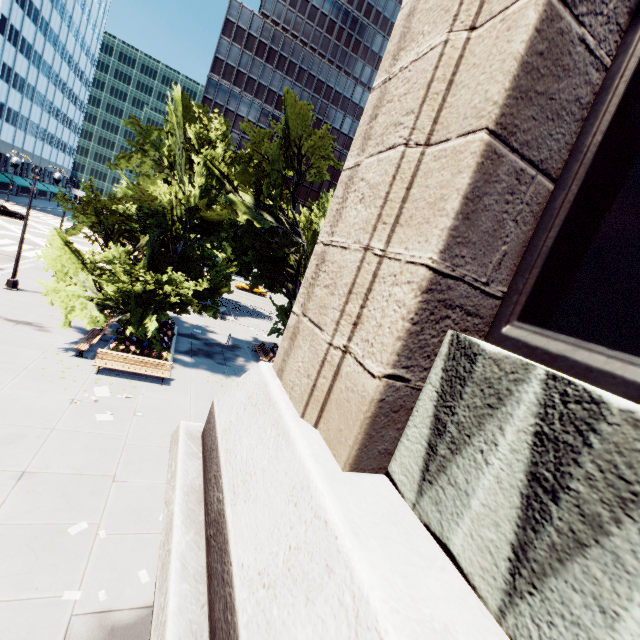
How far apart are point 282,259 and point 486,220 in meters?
19.5 m

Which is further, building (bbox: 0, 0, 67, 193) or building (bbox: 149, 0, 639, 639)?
building (bbox: 0, 0, 67, 193)

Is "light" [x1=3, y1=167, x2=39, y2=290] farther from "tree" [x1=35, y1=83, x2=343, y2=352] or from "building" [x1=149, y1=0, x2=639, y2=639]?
"building" [x1=149, y1=0, x2=639, y2=639]

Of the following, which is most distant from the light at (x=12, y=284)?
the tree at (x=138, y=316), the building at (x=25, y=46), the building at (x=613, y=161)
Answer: the building at (x=25, y=46)

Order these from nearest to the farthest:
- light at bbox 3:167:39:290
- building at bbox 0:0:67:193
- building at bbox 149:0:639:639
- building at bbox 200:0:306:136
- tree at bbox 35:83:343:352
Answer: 1. building at bbox 149:0:639:639
2. tree at bbox 35:83:343:352
3. light at bbox 3:167:39:290
4. building at bbox 0:0:67:193
5. building at bbox 200:0:306:136

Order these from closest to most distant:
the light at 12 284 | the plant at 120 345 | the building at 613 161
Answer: the building at 613 161 → the plant at 120 345 → the light at 12 284

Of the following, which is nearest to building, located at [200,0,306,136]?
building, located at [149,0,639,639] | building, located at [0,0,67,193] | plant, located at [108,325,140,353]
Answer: building, located at [0,0,67,193]

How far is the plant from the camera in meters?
15.1
